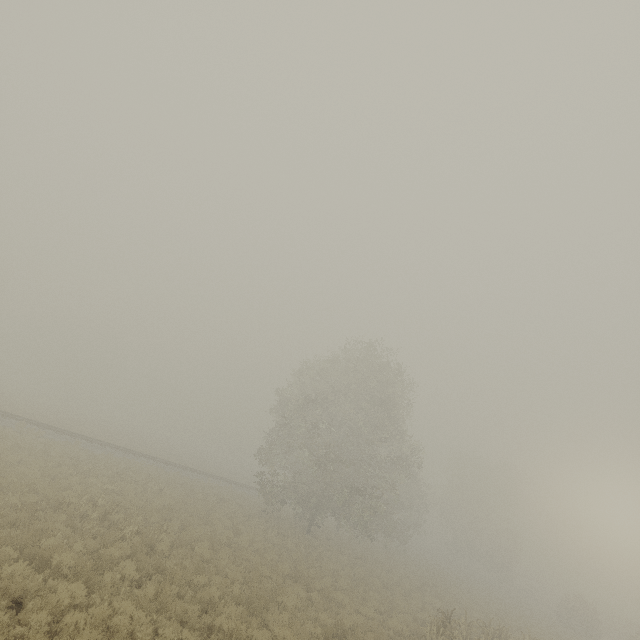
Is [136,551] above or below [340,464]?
below
